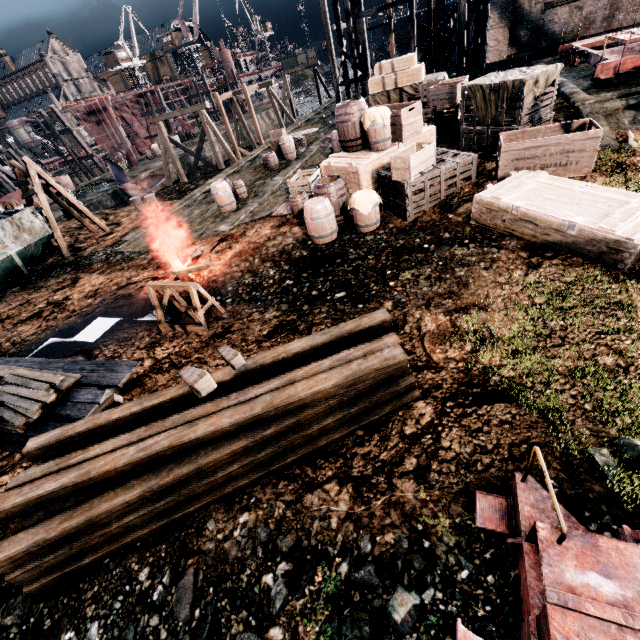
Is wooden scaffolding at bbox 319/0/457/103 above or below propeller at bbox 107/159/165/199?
above

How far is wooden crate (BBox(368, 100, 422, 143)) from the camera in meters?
10.5

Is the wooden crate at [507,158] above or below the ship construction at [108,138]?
below

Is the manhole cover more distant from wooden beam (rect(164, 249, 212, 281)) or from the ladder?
the ladder

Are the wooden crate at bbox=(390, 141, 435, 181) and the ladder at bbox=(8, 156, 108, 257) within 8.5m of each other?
no

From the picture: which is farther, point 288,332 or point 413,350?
point 288,332

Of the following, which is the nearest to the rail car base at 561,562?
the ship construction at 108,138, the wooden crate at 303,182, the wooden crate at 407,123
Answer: the wooden crate at 407,123

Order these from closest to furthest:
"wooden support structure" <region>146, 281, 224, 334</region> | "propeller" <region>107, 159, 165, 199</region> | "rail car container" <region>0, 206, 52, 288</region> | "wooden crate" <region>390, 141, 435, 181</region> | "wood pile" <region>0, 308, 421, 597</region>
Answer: "wood pile" <region>0, 308, 421, 597</region>, "wooden support structure" <region>146, 281, 224, 334</region>, "wooden crate" <region>390, 141, 435, 181</region>, "rail car container" <region>0, 206, 52, 288</region>, "propeller" <region>107, 159, 165, 199</region>
